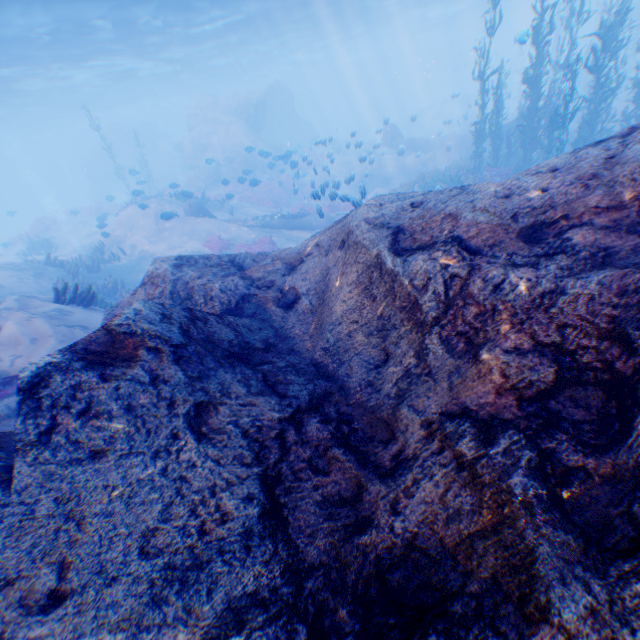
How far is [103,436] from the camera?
2.9m

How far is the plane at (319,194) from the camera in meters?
12.2

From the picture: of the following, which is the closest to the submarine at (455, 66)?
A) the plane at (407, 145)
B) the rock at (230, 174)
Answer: the rock at (230, 174)

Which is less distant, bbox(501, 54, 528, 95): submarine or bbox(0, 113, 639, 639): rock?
bbox(0, 113, 639, 639): rock

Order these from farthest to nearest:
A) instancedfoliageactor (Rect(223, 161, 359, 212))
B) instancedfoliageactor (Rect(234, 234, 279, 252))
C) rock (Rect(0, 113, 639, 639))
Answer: instancedfoliageactor (Rect(223, 161, 359, 212)) < instancedfoliageactor (Rect(234, 234, 279, 252)) < rock (Rect(0, 113, 639, 639))

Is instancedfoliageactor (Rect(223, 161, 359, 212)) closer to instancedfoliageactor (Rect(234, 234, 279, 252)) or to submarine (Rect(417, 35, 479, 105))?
instancedfoliageactor (Rect(234, 234, 279, 252))

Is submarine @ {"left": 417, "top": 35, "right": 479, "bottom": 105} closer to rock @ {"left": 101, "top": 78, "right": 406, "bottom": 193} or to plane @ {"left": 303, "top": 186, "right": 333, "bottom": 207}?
rock @ {"left": 101, "top": 78, "right": 406, "bottom": 193}

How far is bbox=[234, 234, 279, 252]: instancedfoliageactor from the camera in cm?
1612
